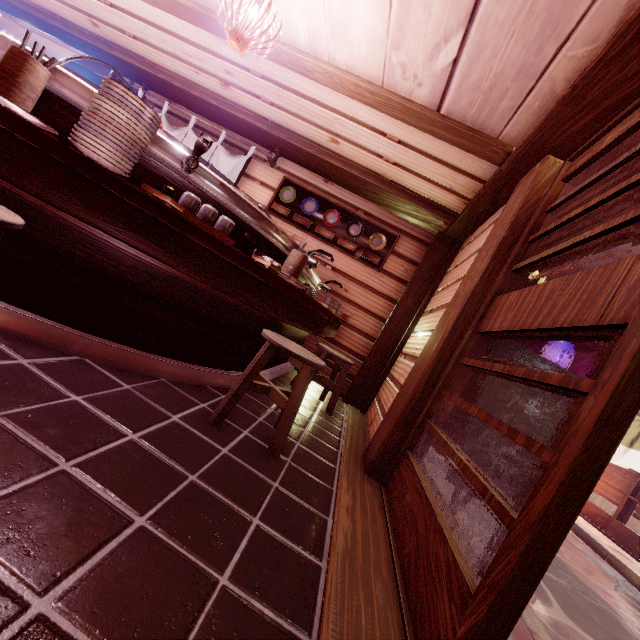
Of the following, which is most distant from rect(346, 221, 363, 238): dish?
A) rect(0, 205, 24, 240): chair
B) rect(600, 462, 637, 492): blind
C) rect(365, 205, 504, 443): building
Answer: rect(600, 462, 637, 492): blind

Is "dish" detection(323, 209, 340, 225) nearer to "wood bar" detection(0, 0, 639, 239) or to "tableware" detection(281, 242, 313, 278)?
"wood bar" detection(0, 0, 639, 239)

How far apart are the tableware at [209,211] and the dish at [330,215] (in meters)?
5.29

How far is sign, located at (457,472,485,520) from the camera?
4.0 meters

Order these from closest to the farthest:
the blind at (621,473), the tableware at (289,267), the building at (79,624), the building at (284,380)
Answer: the building at (79,624)
the tableware at (289,267)
the building at (284,380)
the blind at (621,473)

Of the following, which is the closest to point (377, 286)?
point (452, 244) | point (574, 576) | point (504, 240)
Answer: point (452, 244)

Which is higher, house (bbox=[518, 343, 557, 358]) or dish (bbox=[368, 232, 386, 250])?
house (bbox=[518, 343, 557, 358])

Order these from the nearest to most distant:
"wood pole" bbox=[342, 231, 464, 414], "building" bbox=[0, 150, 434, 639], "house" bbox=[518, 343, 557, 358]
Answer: "building" bbox=[0, 150, 434, 639], "wood pole" bbox=[342, 231, 464, 414], "house" bbox=[518, 343, 557, 358]
